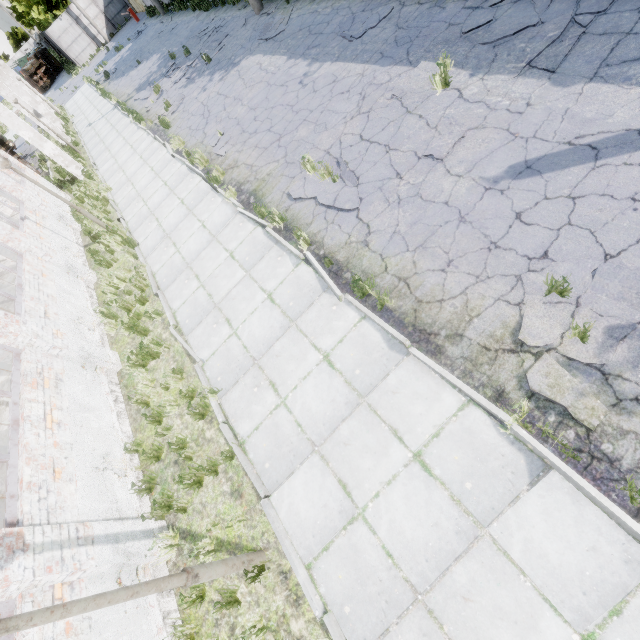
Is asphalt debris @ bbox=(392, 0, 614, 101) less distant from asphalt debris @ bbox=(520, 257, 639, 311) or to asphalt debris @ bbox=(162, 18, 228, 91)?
asphalt debris @ bbox=(520, 257, 639, 311)

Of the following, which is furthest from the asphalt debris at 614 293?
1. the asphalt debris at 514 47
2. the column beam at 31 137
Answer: the column beam at 31 137

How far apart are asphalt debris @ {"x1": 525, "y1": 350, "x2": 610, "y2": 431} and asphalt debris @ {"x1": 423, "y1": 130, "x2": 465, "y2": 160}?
2.9m

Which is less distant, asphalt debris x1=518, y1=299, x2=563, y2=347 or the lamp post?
the lamp post

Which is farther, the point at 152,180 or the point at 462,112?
the point at 152,180

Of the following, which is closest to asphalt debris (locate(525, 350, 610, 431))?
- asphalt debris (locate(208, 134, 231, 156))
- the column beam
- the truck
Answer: asphalt debris (locate(208, 134, 231, 156))

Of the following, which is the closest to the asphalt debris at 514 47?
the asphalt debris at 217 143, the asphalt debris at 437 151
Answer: the asphalt debris at 437 151

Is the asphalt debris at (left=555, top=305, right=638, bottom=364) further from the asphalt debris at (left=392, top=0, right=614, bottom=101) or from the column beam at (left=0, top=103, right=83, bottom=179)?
the column beam at (left=0, top=103, right=83, bottom=179)
